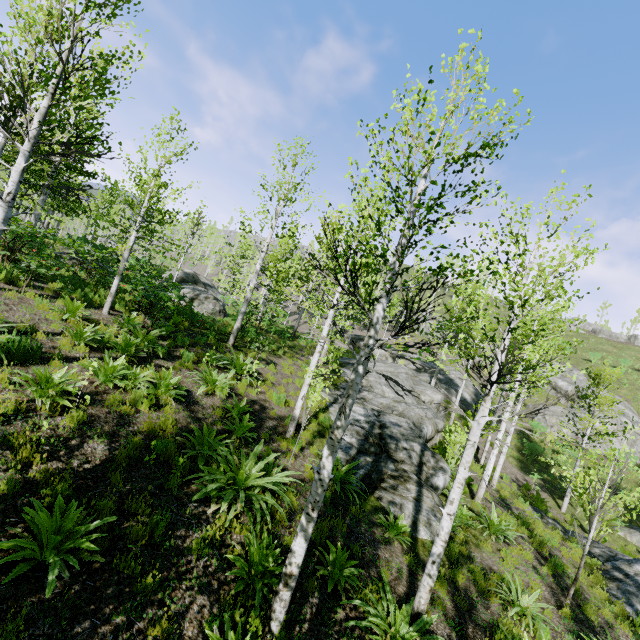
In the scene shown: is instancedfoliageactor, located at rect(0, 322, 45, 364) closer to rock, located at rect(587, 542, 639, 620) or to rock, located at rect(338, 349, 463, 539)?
rock, located at rect(338, 349, 463, 539)

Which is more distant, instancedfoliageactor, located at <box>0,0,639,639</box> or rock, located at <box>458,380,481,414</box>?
rock, located at <box>458,380,481,414</box>

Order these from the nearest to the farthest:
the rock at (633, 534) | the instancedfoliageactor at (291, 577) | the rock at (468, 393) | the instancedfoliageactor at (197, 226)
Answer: the instancedfoliageactor at (291, 577)
the instancedfoliageactor at (197, 226)
the rock at (633, 534)
the rock at (468, 393)

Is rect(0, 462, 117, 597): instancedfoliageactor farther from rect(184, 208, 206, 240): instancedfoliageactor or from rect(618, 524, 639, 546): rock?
rect(618, 524, 639, 546): rock

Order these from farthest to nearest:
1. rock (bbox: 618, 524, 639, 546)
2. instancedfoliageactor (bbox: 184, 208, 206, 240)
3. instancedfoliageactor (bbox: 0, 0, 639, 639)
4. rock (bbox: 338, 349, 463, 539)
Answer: rock (bbox: 618, 524, 639, 546) < instancedfoliageactor (bbox: 184, 208, 206, 240) < rock (bbox: 338, 349, 463, 539) < instancedfoliageactor (bbox: 0, 0, 639, 639)

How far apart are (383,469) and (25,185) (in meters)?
15.83

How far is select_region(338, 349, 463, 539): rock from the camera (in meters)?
9.09

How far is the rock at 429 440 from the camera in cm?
→ 909
